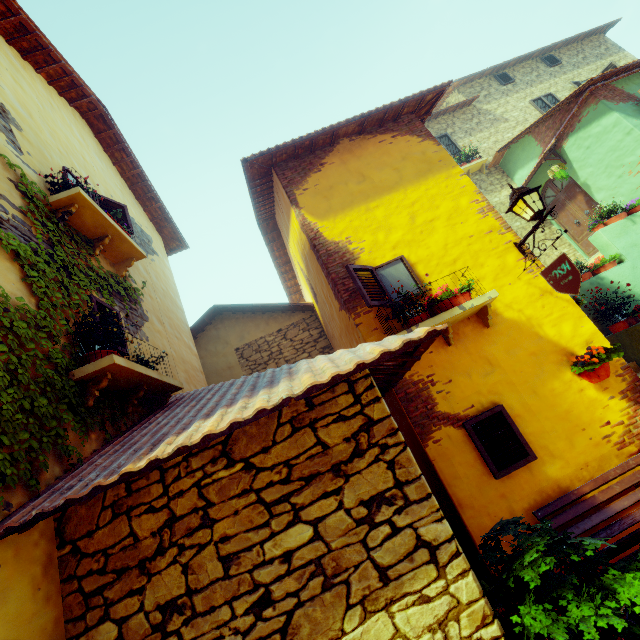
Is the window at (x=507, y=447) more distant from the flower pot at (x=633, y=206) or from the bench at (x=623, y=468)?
the flower pot at (x=633, y=206)

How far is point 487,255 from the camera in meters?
4.9

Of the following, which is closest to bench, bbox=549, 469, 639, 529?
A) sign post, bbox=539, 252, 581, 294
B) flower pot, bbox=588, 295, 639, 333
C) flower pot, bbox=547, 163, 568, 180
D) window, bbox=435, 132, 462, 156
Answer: sign post, bbox=539, 252, 581, 294

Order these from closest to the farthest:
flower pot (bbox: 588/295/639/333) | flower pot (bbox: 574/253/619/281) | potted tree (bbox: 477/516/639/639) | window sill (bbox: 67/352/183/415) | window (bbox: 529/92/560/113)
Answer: potted tree (bbox: 477/516/639/639) < window sill (bbox: 67/352/183/415) < flower pot (bbox: 588/295/639/333) < flower pot (bbox: 574/253/619/281) < window (bbox: 529/92/560/113)

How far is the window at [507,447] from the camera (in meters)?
3.83

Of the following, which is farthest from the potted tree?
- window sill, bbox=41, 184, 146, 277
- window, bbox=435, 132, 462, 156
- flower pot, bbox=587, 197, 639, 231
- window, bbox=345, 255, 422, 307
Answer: window, bbox=435, 132, 462, 156

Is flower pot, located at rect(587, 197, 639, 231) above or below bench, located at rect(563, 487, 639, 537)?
above

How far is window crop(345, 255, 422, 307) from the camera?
4.4m
